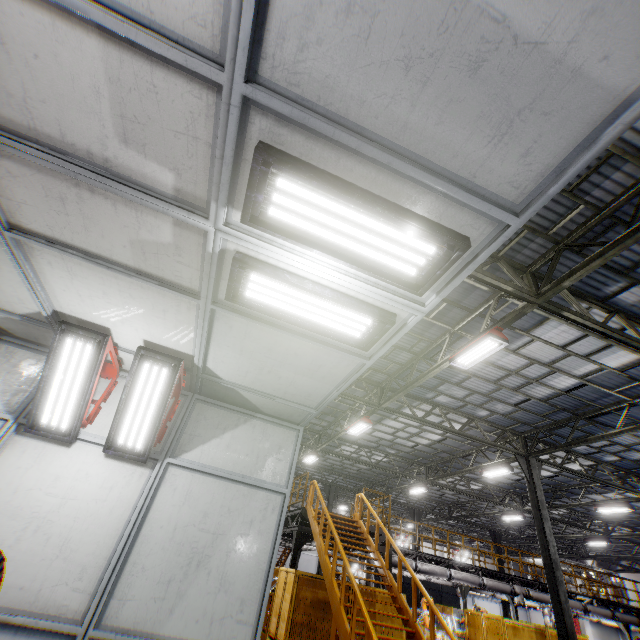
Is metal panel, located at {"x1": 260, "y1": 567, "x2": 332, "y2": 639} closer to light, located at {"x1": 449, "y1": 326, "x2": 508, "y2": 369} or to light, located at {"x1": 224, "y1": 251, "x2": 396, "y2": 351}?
light, located at {"x1": 449, "y1": 326, "x2": 508, "y2": 369}

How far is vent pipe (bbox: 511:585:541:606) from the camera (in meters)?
17.08

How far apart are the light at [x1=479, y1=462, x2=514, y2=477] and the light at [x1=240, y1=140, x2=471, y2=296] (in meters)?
16.46

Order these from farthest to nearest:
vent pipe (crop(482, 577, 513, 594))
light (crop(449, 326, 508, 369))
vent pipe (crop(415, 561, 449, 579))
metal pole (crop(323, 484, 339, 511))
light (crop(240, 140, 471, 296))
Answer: metal pole (crop(323, 484, 339, 511)) → vent pipe (crop(482, 577, 513, 594)) → vent pipe (crop(415, 561, 449, 579)) → light (crop(449, 326, 508, 369)) → light (crop(240, 140, 471, 296))

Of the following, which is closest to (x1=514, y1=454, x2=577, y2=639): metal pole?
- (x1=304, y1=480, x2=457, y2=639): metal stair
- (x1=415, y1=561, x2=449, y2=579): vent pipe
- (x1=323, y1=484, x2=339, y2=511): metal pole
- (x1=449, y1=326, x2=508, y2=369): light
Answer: (x1=415, y1=561, x2=449, y2=579): vent pipe

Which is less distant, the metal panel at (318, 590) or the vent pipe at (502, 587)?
the metal panel at (318, 590)

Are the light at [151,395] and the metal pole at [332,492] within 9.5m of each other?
no

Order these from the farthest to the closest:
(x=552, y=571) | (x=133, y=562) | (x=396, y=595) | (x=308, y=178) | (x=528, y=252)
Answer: (x=552, y=571) → (x=396, y=595) → (x=528, y=252) → (x=133, y=562) → (x=308, y=178)
